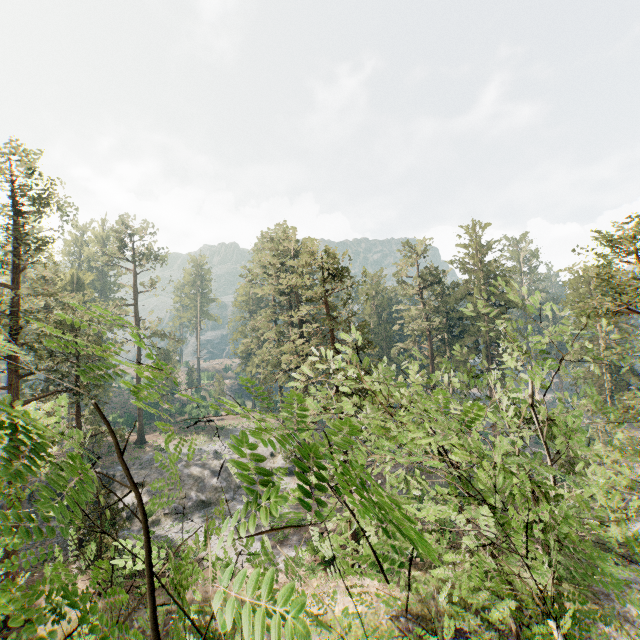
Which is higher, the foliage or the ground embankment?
the foliage

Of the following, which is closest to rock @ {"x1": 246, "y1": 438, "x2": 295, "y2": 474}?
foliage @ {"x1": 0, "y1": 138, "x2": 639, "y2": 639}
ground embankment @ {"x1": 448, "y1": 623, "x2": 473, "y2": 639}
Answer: foliage @ {"x1": 0, "y1": 138, "x2": 639, "y2": 639}

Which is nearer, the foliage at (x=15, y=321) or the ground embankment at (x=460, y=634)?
the foliage at (x=15, y=321)

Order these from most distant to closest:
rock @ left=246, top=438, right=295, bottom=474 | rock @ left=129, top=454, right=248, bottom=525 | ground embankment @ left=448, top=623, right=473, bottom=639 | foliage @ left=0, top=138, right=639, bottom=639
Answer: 1. rock @ left=246, top=438, right=295, bottom=474
2. rock @ left=129, top=454, right=248, bottom=525
3. ground embankment @ left=448, top=623, right=473, bottom=639
4. foliage @ left=0, top=138, right=639, bottom=639

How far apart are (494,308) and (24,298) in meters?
50.6

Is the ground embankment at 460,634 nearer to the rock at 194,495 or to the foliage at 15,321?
the foliage at 15,321

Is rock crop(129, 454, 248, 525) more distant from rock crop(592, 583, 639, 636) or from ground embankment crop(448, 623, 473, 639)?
rock crop(592, 583, 639, 636)

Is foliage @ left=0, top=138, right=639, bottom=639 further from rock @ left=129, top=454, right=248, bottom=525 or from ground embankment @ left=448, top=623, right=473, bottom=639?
ground embankment @ left=448, top=623, right=473, bottom=639
